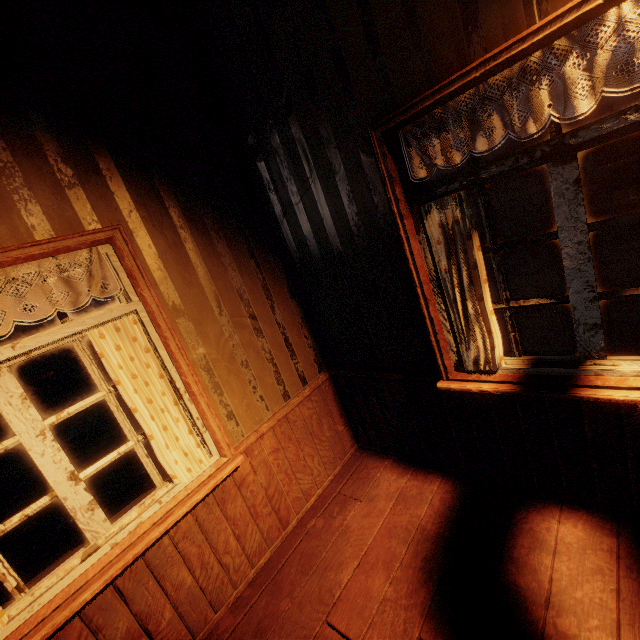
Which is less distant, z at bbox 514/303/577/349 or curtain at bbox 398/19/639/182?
curtain at bbox 398/19/639/182

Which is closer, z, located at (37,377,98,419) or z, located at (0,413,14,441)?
z, located at (0,413,14,441)

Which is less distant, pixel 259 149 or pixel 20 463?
pixel 259 149

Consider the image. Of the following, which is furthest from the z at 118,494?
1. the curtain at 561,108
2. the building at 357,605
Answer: the curtain at 561,108

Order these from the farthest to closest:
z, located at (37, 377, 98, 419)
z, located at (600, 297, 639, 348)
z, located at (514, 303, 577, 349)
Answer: z, located at (37, 377, 98, 419)
z, located at (514, 303, 577, 349)
z, located at (600, 297, 639, 348)

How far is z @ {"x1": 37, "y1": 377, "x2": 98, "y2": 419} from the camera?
13.81m

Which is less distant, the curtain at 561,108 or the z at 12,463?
the curtain at 561,108
